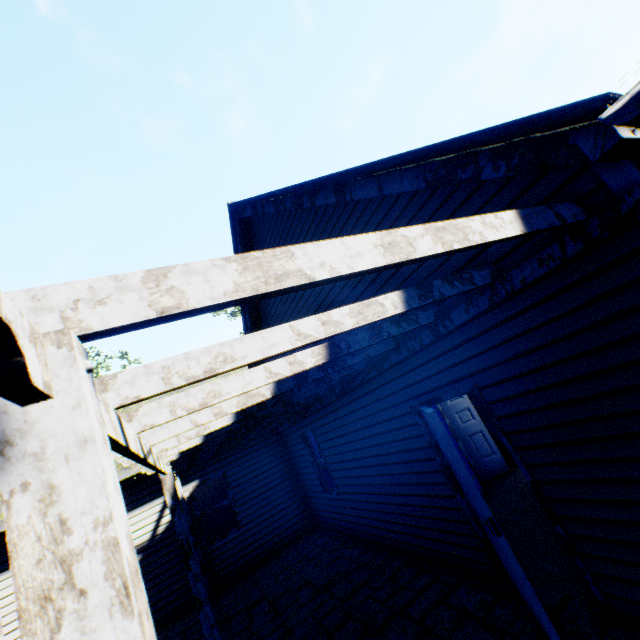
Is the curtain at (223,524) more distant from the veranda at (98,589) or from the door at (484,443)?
the door at (484,443)

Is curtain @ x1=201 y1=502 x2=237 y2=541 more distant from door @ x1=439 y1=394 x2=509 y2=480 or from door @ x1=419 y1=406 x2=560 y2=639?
door @ x1=419 y1=406 x2=560 y2=639

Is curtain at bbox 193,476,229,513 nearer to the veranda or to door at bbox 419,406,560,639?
the veranda

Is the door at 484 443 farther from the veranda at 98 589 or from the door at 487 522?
the door at 487 522

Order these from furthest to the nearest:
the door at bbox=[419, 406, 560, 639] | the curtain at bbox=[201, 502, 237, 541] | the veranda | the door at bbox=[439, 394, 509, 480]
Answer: the curtain at bbox=[201, 502, 237, 541] < the door at bbox=[439, 394, 509, 480] < the door at bbox=[419, 406, 560, 639] < the veranda

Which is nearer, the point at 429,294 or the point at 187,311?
the point at 187,311

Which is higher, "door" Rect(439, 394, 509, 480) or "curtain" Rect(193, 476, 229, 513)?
"curtain" Rect(193, 476, 229, 513)
